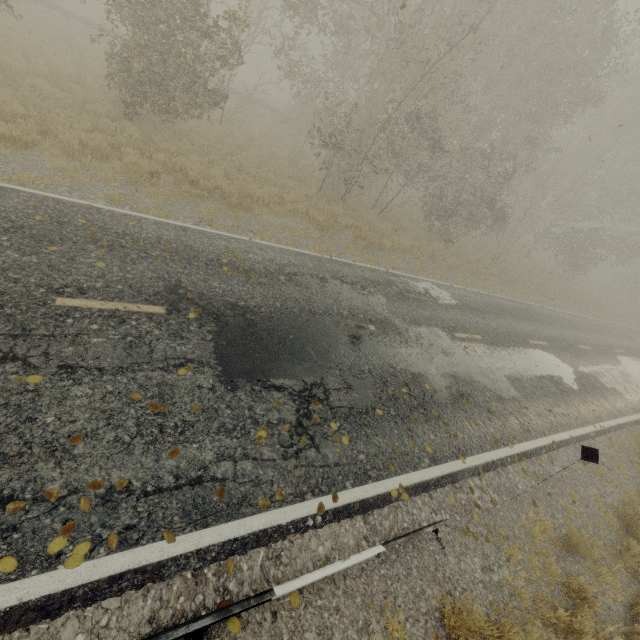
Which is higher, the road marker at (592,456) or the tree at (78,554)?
the road marker at (592,456)

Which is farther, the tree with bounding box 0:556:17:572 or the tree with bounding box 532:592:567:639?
the tree with bounding box 532:592:567:639

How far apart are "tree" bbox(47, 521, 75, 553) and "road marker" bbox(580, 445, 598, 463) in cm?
699

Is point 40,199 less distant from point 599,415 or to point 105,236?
point 105,236

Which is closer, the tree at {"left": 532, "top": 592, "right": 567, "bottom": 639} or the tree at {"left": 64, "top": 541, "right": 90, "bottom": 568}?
the tree at {"left": 64, "top": 541, "right": 90, "bottom": 568}

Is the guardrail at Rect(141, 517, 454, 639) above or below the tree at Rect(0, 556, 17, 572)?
above

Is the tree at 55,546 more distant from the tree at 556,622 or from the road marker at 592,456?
the road marker at 592,456
